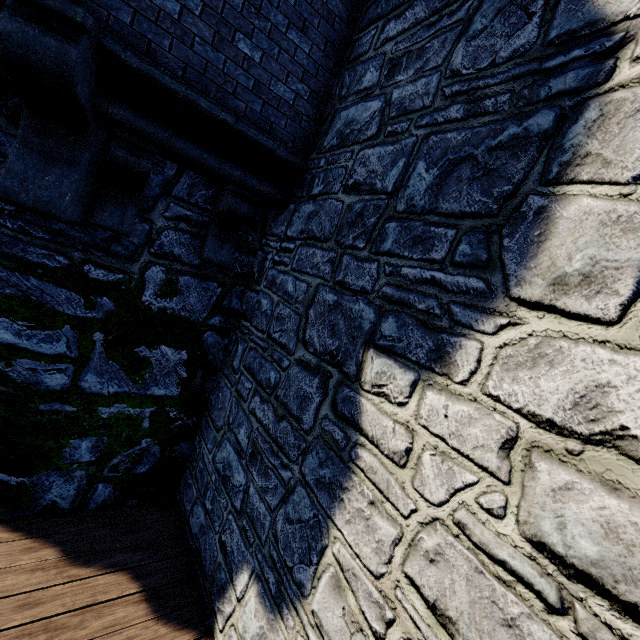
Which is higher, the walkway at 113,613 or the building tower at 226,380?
the building tower at 226,380

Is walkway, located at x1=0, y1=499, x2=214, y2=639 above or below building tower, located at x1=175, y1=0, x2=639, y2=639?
below

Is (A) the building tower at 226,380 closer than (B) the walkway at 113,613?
Yes

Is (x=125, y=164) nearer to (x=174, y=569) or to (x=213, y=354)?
(x=213, y=354)

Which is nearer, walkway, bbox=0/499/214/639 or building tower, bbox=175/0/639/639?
building tower, bbox=175/0/639/639
